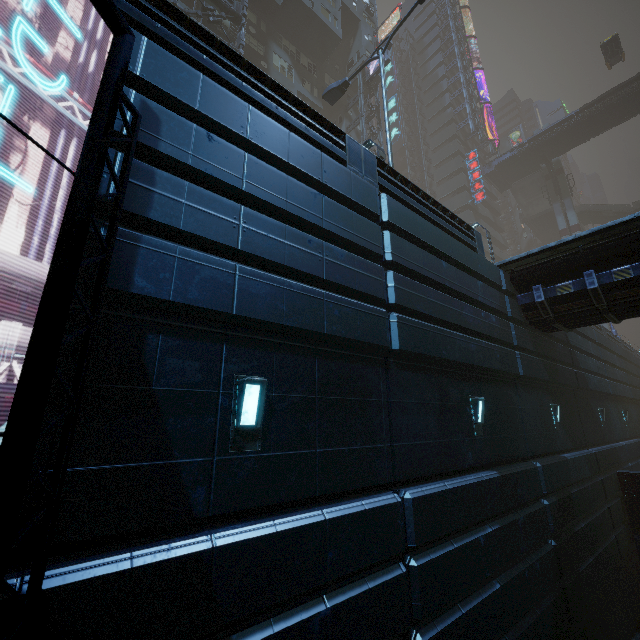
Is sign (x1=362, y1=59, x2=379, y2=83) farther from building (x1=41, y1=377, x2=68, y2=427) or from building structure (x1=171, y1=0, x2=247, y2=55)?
building structure (x1=171, y1=0, x2=247, y2=55)

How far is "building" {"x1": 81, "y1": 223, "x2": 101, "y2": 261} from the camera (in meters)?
3.16

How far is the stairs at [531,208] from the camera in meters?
47.6

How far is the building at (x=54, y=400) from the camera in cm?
286

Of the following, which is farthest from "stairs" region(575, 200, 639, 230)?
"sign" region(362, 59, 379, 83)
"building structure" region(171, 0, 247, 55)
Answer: "building structure" region(171, 0, 247, 55)

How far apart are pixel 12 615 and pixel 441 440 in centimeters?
635cm

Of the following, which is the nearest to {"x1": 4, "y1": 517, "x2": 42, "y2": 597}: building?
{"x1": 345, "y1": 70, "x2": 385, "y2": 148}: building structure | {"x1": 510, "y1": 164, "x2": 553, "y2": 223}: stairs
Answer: {"x1": 345, "y1": 70, "x2": 385, "y2": 148}: building structure

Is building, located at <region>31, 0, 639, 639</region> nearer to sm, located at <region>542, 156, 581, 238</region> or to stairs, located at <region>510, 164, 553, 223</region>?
sm, located at <region>542, 156, 581, 238</region>
